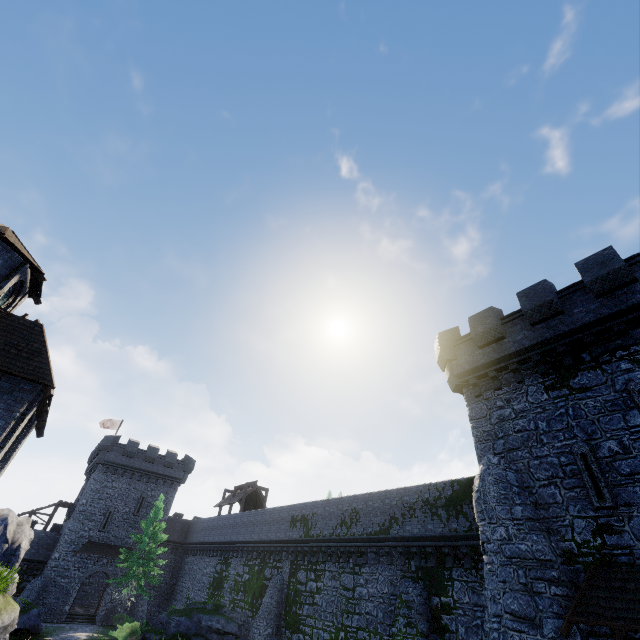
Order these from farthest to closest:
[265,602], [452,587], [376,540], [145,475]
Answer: [145,475], [265,602], [376,540], [452,587]

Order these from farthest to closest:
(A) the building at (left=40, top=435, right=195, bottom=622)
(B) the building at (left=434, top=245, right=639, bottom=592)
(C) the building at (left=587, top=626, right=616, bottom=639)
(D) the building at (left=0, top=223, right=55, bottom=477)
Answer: (A) the building at (left=40, top=435, right=195, bottom=622) → (D) the building at (left=0, top=223, right=55, bottom=477) → (B) the building at (left=434, top=245, right=639, bottom=592) → (C) the building at (left=587, top=626, right=616, bottom=639)

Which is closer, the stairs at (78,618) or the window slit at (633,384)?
the window slit at (633,384)

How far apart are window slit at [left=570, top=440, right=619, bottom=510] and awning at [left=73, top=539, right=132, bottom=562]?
43.99m

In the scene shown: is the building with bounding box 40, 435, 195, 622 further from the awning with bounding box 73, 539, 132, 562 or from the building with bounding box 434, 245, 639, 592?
the building with bounding box 434, 245, 639, 592

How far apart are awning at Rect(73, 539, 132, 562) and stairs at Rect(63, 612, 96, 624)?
4.4m

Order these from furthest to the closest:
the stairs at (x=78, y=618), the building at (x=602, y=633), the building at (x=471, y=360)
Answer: the stairs at (x=78, y=618), the building at (x=471, y=360), the building at (x=602, y=633)

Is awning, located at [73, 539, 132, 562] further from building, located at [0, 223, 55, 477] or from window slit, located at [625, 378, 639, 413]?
window slit, located at [625, 378, 639, 413]
